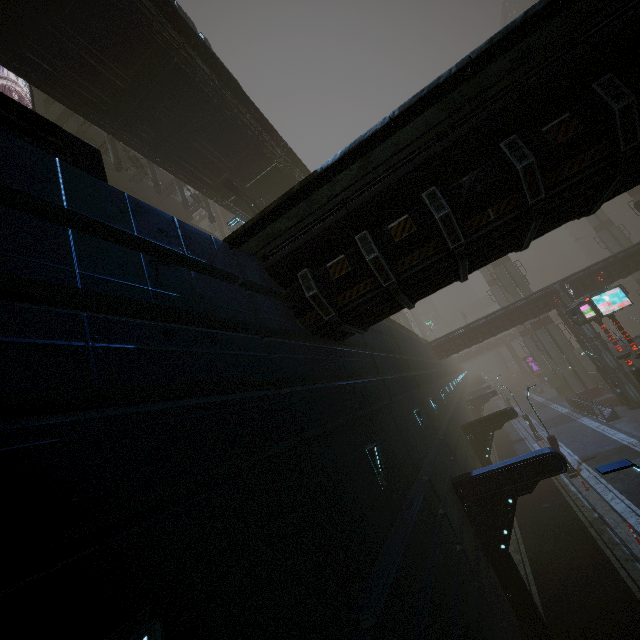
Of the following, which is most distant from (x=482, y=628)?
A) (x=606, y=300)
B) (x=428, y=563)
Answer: (x=606, y=300)

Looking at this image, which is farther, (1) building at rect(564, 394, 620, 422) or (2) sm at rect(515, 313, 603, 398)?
(2) sm at rect(515, 313, 603, 398)

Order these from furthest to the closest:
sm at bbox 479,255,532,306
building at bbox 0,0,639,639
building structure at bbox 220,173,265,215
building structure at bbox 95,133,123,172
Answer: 1. sm at bbox 479,255,532,306
2. building structure at bbox 95,133,123,172
3. building structure at bbox 220,173,265,215
4. building at bbox 0,0,639,639

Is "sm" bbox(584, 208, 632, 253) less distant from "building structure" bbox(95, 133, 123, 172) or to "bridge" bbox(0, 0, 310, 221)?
"bridge" bbox(0, 0, 310, 221)

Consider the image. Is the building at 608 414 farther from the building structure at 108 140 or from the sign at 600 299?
the sign at 600 299

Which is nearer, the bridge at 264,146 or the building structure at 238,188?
the bridge at 264,146

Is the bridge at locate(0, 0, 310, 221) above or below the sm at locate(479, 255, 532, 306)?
above
